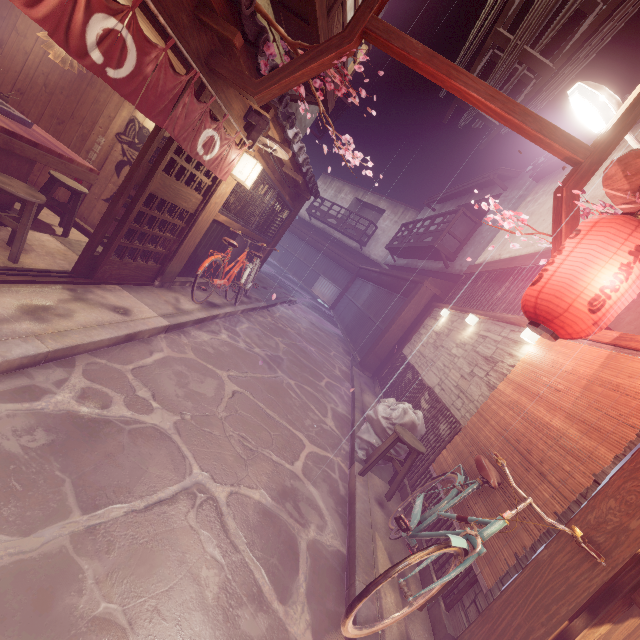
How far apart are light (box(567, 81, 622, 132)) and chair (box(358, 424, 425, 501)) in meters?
8.2 m

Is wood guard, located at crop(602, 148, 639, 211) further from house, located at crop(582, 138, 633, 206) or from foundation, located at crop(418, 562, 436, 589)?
foundation, located at crop(418, 562, 436, 589)

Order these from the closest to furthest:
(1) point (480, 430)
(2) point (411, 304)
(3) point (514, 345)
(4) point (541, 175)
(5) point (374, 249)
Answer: (1) point (480, 430), (3) point (514, 345), (4) point (541, 175), (2) point (411, 304), (5) point (374, 249)

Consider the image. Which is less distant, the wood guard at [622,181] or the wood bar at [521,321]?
the wood guard at [622,181]

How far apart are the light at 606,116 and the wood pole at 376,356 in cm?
1020

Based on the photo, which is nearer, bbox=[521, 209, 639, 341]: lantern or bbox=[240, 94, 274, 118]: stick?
bbox=[521, 209, 639, 341]: lantern

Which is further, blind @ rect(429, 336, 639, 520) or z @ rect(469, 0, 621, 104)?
z @ rect(469, 0, 621, 104)

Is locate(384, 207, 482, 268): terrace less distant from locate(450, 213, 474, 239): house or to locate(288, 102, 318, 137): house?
locate(450, 213, 474, 239): house
